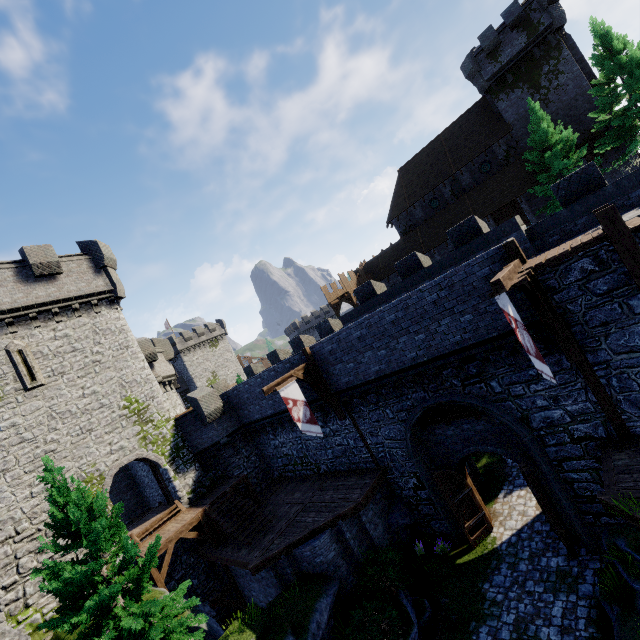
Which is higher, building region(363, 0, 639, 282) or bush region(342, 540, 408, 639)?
building region(363, 0, 639, 282)

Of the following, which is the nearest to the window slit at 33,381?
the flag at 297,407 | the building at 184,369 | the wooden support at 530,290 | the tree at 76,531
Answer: the tree at 76,531

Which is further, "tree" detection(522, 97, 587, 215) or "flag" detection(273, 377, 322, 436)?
"tree" detection(522, 97, 587, 215)

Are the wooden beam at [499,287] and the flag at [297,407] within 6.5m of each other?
no

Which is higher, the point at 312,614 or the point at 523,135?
the point at 523,135

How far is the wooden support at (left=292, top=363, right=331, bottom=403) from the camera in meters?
15.2 m

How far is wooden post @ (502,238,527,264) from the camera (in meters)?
9.42

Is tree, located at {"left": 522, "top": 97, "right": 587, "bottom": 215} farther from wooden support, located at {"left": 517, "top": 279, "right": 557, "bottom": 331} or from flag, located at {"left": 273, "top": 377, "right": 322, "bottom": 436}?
flag, located at {"left": 273, "top": 377, "right": 322, "bottom": 436}
